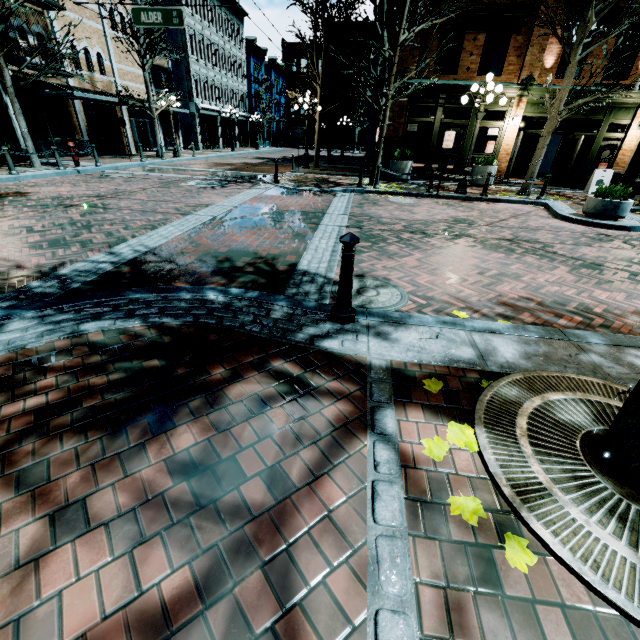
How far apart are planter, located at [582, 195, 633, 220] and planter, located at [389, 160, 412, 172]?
7.3m

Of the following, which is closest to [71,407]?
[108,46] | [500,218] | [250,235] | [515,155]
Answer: [250,235]

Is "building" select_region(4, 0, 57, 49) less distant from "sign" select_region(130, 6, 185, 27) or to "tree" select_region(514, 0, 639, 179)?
"sign" select_region(130, 6, 185, 27)

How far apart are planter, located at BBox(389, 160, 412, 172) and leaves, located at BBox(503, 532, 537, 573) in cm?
1554

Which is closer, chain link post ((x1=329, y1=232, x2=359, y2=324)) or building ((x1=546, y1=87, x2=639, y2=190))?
chain link post ((x1=329, y1=232, x2=359, y2=324))

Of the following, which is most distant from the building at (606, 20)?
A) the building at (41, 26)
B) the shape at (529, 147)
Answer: the building at (41, 26)

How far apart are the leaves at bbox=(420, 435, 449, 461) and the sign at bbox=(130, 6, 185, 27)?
13.71m

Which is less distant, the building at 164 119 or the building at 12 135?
the building at 12 135
